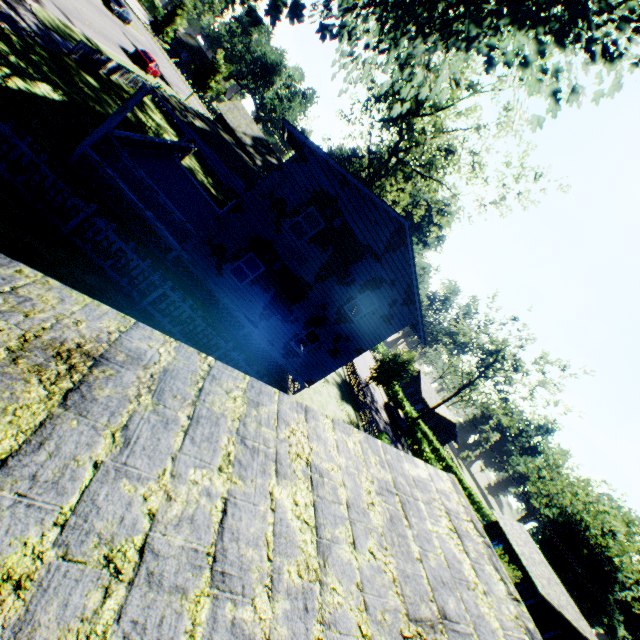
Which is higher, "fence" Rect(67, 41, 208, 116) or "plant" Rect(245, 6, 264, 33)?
"plant" Rect(245, 6, 264, 33)

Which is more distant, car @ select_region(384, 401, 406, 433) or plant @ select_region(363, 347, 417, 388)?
car @ select_region(384, 401, 406, 433)

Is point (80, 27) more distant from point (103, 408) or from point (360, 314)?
point (103, 408)

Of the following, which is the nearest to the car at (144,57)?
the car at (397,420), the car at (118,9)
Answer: the car at (118,9)

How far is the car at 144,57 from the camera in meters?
32.4 m

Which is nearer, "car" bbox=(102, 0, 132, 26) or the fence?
the fence

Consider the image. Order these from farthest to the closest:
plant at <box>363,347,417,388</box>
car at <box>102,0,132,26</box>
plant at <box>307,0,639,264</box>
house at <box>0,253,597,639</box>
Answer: car at <box>102,0,132,26</box> < plant at <box>363,347,417,388</box> < plant at <box>307,0,639,264</box> < house at <box>0,253,597,639</box>

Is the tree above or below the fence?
above
